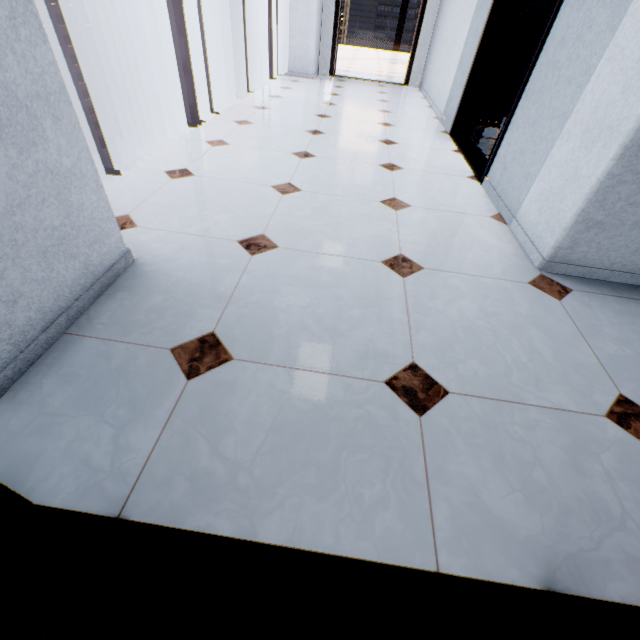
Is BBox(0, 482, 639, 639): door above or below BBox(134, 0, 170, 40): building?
above

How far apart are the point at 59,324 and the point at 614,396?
1.97m

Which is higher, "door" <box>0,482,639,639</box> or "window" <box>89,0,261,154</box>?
"window" <box>89,0,261,154</box>

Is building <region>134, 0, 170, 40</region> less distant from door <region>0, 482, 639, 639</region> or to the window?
the window

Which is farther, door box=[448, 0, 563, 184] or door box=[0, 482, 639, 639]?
door box=[448, 0, 563, 184]

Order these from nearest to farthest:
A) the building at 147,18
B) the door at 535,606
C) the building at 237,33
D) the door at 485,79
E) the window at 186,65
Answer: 1. the door at 535,606
2. the door at 485,79
3. the window at 186,65
4. the building at 237,33
5. the building at 147,18

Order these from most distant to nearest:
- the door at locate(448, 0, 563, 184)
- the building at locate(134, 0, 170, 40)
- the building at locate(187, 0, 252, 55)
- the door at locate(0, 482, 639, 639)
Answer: the building at locate(134, 0, 170, 40)
the building at locate(187, 0, 252, 55)
the door at locate(448, 0, 563, 184)
the door at locate(0, 482, 639, 639)

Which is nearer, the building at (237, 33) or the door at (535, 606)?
the door at (535, 606)
